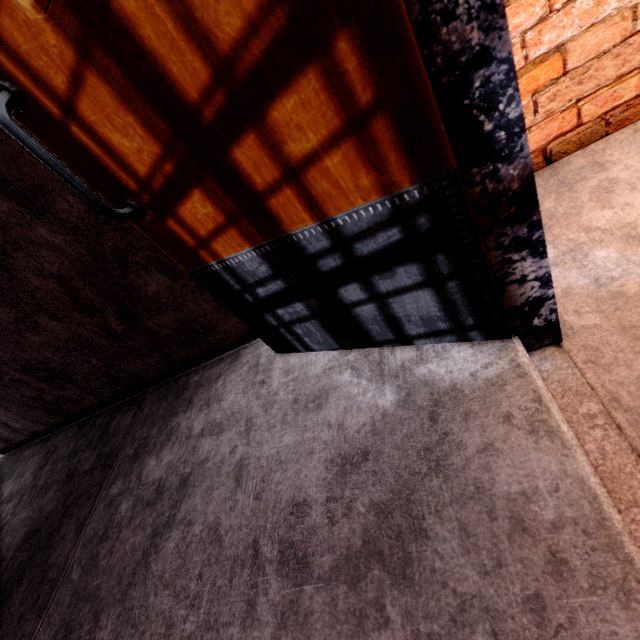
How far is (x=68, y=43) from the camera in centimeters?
66cm
